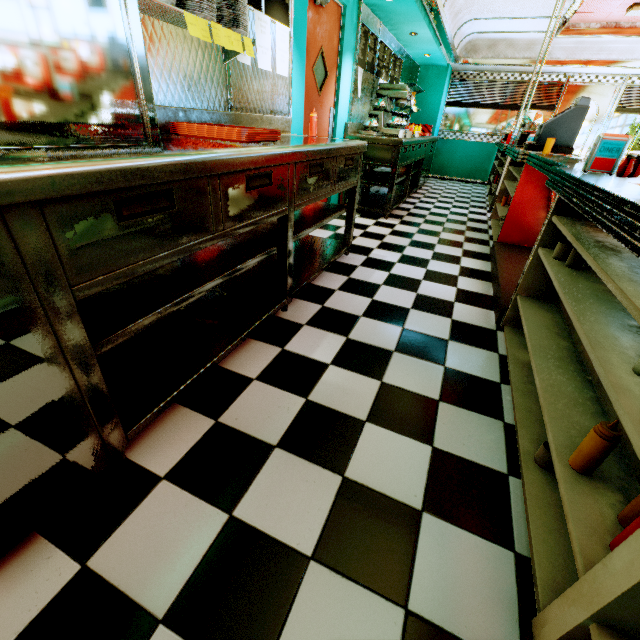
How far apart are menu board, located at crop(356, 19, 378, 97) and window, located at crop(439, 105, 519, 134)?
5.11m

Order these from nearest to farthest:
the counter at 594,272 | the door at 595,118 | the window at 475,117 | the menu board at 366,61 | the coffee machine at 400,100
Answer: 1. the counter at 594,272
2. the menu board at 366,61
3. the coffee machine at 400,100
4. the door at 595,118
5. the window at 475,117

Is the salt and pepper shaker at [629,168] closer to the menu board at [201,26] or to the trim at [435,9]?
the trim at [435,9]

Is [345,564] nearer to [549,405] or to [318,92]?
[549,405]

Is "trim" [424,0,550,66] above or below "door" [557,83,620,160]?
above

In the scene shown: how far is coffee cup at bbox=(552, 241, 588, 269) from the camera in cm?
181

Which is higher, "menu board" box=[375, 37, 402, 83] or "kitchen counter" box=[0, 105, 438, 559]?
"menu board" box=[375, 37, 402, 83]

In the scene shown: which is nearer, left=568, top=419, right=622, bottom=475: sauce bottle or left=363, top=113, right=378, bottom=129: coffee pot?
left=568, top=419, right=622, bottom=475: sauce bottle
